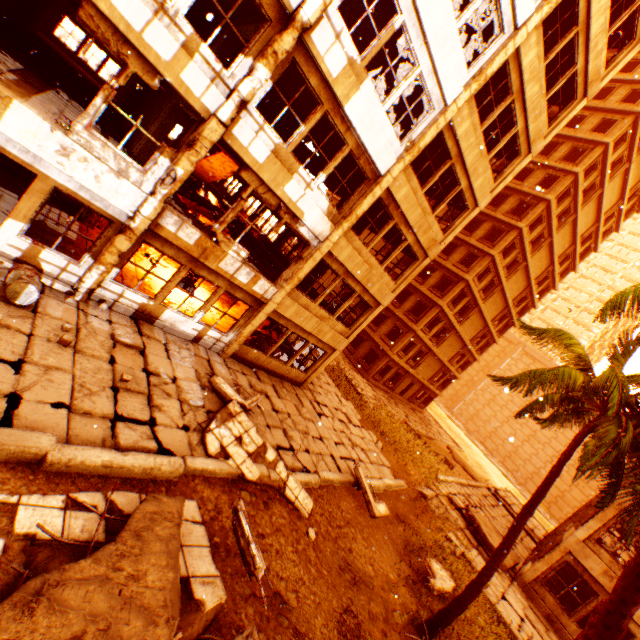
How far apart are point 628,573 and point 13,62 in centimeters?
1775cm

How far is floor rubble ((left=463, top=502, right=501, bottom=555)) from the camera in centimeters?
1468cm

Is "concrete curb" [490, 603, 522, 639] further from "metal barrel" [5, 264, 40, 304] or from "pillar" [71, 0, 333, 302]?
"metal barrel" [5, 264, 40, 304]

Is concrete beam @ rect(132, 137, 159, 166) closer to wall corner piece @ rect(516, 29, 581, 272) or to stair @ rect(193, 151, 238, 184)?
stair @ rect(193, 151, 238, 184)

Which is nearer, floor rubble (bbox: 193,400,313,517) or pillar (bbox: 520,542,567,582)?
floor rubble (bbox: 193,400,313,517)

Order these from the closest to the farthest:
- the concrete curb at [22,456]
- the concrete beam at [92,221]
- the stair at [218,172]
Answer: the concrete curb at [22,456], the concrete beam at [92,221], the stair at [218,172]

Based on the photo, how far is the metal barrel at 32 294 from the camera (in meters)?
6.56

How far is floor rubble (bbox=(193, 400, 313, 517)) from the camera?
7.9m
